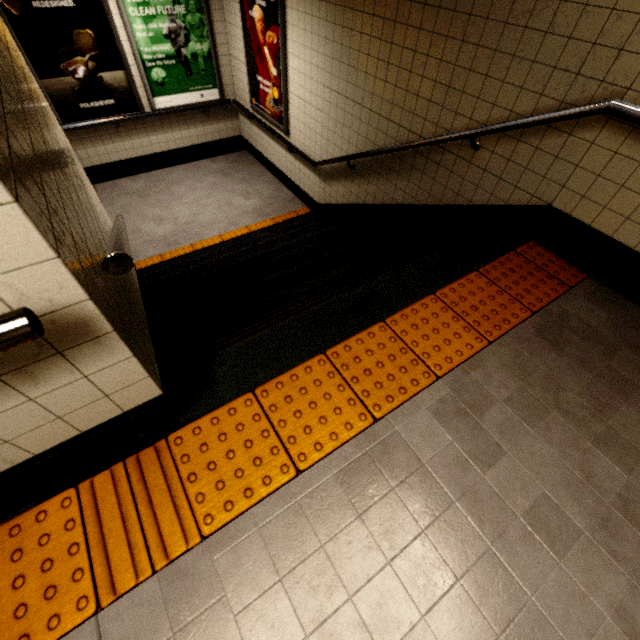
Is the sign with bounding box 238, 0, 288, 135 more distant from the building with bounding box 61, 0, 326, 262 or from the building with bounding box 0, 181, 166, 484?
the building with bounding box 0, 181, 166, 484

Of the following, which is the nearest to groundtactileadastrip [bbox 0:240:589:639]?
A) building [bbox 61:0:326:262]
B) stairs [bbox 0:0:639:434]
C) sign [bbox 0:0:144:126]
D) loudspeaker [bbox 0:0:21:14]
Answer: stairs [bbox 0:0:639:434]

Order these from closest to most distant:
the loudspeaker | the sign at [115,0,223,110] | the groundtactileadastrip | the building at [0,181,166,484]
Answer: the building at [0,181,166,484] → the groundtactileadastrip → the loudspeaker → the sign at [115,0,223,110]

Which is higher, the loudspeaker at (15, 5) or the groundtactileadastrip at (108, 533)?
the loudspeaker at (15, 5)

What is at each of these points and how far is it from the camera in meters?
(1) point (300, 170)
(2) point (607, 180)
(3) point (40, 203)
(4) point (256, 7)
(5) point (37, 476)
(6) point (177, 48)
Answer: (1) building, 5.1
(2) building, 2.0
(3) stairs, 0.8
(4) sign, 4.3
(5) stairs, 1.2
(6) sign, 5.1

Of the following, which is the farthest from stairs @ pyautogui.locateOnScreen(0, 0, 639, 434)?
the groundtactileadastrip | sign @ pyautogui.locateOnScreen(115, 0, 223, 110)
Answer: sign @ pyautogui.locateOnScreen(115, 0, 223, 110)

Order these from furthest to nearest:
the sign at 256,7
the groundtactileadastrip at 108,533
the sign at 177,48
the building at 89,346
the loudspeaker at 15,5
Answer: the sign at 177,48 → the sign at 256,7 → the loudspeaker at 15,5 → the groundtactileadastrip at 108,533 → the building at 89,346

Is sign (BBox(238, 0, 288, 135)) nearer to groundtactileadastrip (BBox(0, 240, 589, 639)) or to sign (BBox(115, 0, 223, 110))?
sign (BBox(115, 0, 223, 110))
